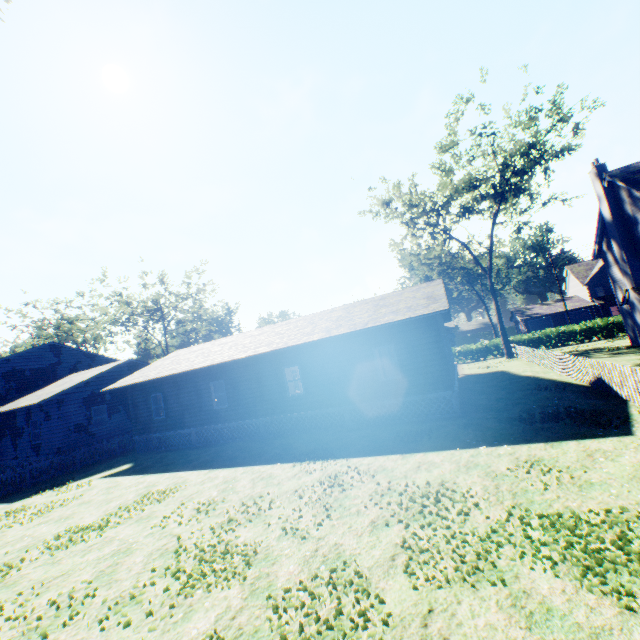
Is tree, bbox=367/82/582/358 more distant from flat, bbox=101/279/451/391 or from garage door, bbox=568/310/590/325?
garage door, bbox=568/310/590/325

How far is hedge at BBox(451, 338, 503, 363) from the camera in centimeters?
3462cm

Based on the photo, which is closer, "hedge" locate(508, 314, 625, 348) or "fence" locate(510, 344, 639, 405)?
"fence" locate(510, 344, 639, 405)

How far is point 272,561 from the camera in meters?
6.0

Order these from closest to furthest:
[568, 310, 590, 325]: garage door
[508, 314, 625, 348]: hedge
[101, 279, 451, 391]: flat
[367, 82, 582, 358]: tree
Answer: [101, 279, 451, 391]: flat → [367, 82, 582, 358]: tree → [508, 314, 625, 348]: hedge → [568, 310, 590, 325]: garage door

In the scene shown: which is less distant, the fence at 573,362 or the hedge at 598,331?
the fence at 573,362

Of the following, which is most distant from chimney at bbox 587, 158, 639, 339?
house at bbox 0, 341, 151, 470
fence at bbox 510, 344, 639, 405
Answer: house at bbox 0, 341, 151, 470

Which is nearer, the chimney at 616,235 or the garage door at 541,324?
the chimney at 616,235
